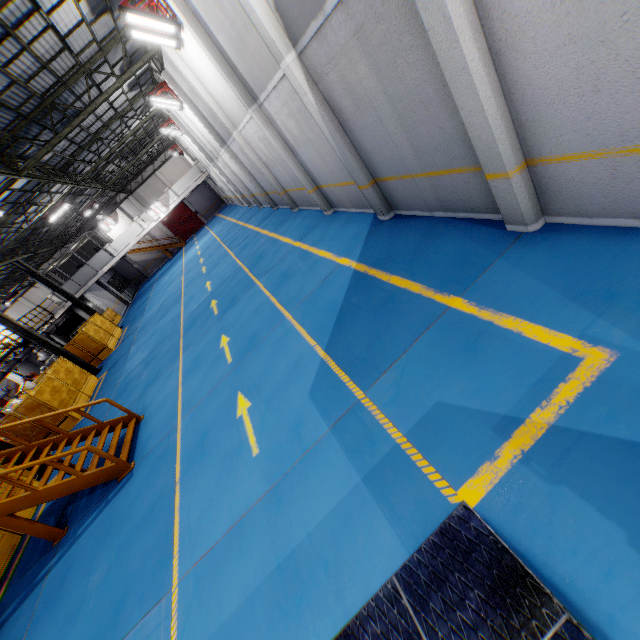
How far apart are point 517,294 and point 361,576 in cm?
387

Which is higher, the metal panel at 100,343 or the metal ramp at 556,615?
the metal panel at 100,343

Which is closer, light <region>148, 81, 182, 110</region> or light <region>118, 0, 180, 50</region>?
light <region>118, 0, 180, 50</region>

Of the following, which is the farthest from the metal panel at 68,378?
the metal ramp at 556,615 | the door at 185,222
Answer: the door at 185,222

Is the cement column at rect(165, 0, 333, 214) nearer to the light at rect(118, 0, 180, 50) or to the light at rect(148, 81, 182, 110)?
the light at rect(118, 0, 180, 50)

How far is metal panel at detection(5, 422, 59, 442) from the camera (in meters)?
14.09

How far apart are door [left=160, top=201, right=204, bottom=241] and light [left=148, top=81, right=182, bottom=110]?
26.34m

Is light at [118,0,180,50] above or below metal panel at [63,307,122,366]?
above
